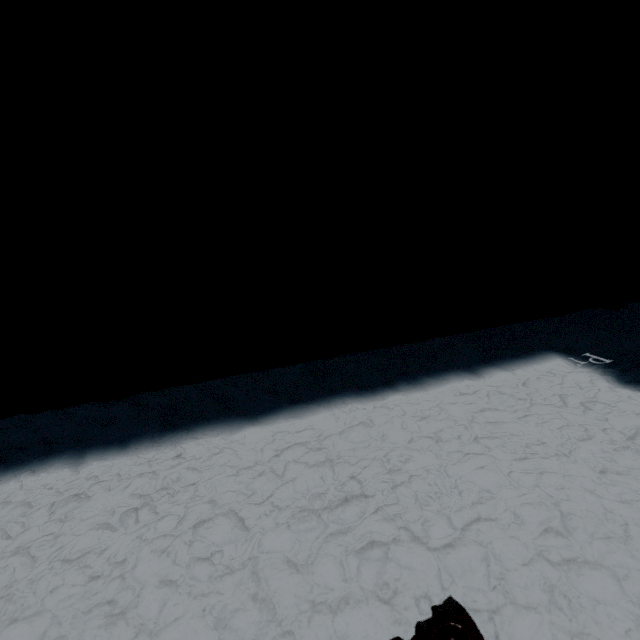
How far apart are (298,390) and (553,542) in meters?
1.2 m
